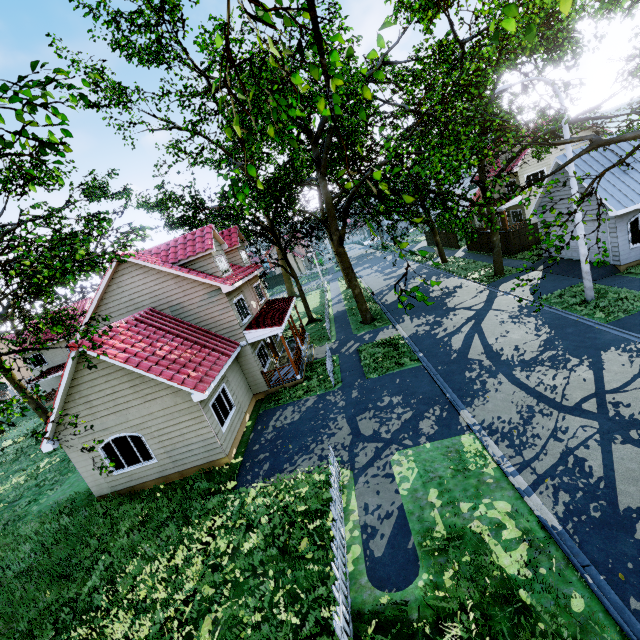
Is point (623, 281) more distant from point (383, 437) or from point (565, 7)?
point (565, 7)

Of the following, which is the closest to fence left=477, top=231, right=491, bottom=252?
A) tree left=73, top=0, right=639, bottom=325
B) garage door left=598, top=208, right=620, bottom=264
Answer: tree left=73, top=0, right=639, bottom=325

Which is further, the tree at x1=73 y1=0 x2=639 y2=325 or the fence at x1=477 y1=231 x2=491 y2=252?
the fence at x1=477 y1=231 x2=491 y2=252

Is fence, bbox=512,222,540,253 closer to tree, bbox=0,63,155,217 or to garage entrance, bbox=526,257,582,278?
tree, bbox=0,63,155,217

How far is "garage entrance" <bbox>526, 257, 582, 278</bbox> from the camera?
18.5m

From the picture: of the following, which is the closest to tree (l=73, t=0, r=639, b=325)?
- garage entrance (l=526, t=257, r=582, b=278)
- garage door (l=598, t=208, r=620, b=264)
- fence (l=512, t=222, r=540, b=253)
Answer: fence (l=512, t=222, r=540, b=253)

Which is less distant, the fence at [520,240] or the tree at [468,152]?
the tree at [468,152]

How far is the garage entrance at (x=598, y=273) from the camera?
16.84m
